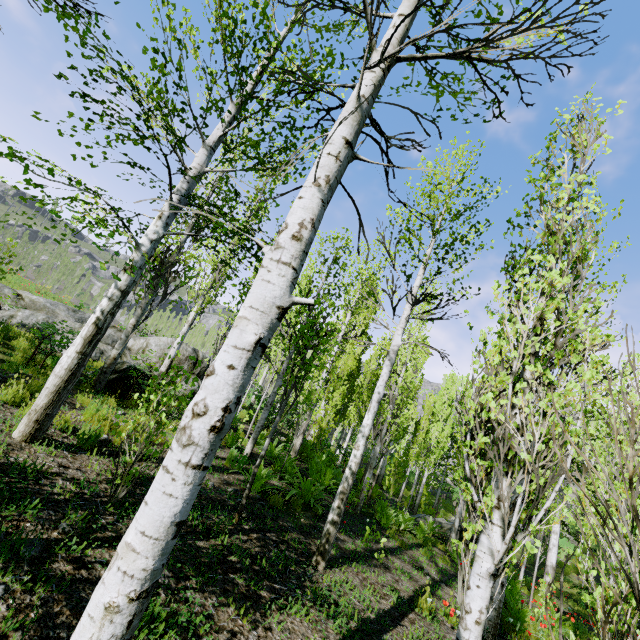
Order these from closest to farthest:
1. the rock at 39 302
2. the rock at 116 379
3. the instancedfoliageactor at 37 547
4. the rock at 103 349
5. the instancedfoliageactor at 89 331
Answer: the instancedfoliageactor at 89 331, the instancedfoliageactor at 37 547, the rock at 116 379, the rock at 39 302, the rock at 103 349

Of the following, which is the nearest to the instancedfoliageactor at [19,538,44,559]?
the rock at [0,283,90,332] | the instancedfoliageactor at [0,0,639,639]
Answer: the instancedfoliageactor at [0,0,639,639]

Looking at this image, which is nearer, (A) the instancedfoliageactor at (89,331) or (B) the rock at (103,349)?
(A) the instancedfoliageactor at (89,331)

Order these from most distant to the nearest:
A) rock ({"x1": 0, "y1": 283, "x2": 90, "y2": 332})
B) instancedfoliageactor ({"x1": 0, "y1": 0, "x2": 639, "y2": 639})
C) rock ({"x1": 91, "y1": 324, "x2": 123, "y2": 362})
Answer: rock ({"x1": 91, "y1": 324, "x2": 123, "y2": 362}) → rock ({"x1": 0, "y1": 283, "x2": 90, "y2": 332}) → instancedfoliageactor ({"x1": 0, "y1": 0, "x2": 639, "y2": 639})

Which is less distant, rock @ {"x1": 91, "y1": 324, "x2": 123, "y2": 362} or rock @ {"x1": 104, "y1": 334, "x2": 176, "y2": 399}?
rock @ {"x1": 104, "y1": 334, "x2": 176, "y2": 399}

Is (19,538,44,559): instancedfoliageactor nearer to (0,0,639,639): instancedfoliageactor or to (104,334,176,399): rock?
(0,0,639,639): instancedfoliageactor

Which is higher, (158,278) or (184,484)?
(158,278)
